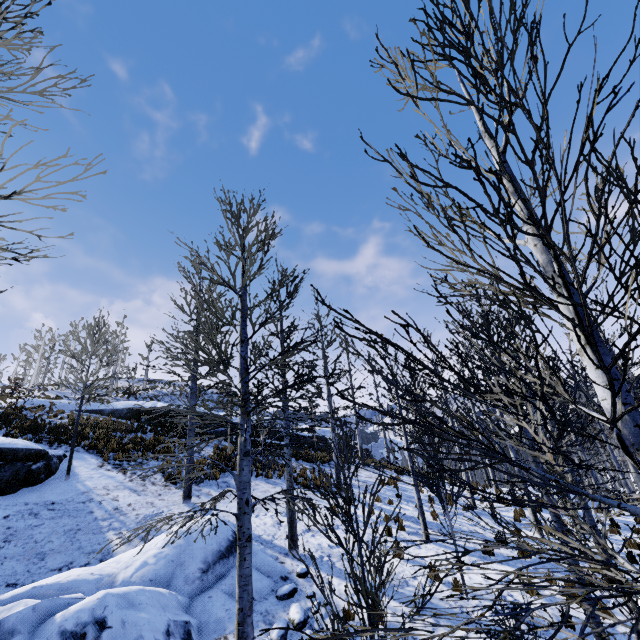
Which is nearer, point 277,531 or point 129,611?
point 129,611

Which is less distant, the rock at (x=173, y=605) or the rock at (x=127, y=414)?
the rock at (x=173, y=605)

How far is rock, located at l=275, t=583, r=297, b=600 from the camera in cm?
695

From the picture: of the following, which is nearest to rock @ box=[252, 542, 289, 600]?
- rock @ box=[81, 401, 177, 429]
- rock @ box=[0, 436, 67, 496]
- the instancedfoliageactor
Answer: the instancedfoliageactor

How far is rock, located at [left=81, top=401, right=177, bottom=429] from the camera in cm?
2152

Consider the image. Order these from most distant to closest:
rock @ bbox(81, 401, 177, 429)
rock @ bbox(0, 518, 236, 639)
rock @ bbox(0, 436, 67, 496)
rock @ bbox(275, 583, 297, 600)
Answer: rock @ bbox(81, 401, 177, 429)
rock @ bbox(0, 436, 67, 496)
rock @ bbox(275, 583, 297, 600)
rock @ bbox(0, 518, 236, 639)

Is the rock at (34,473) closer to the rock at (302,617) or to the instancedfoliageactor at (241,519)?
the rock at (302,617)

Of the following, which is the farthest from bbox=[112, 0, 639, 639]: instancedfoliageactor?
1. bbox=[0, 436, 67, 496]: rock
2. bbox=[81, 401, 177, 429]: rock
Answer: bbox=[81, 401, 177, 429]: rock
